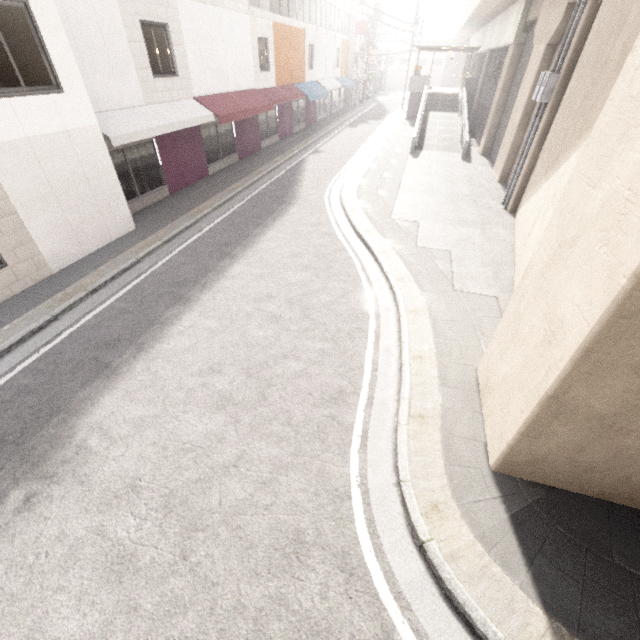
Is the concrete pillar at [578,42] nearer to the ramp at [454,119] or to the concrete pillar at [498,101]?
the concrete pillar at [498,101]

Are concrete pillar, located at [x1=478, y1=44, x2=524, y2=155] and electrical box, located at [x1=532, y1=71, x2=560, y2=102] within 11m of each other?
yes

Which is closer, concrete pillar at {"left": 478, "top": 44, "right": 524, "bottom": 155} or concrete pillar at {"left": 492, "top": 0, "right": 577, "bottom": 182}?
concrete pillar at {"left": 492, "top": 0, "right": 577, "bottom": 182}

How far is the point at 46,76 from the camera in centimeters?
728cm

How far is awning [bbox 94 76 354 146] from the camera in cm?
965

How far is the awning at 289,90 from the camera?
9.65m

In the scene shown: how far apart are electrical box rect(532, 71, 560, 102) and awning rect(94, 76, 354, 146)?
11.7 meters

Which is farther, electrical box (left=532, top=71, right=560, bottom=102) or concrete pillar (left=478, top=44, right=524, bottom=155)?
concrete pillar (left=478, top=44, right=524, bottom=155)
